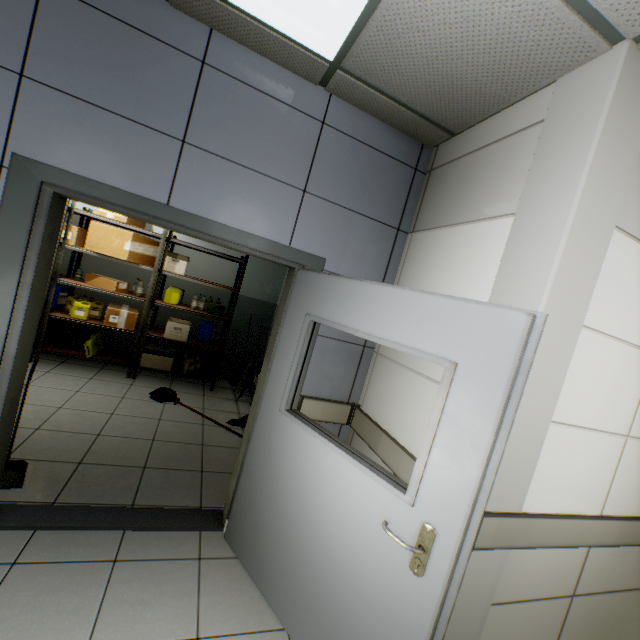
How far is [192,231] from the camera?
2.1m

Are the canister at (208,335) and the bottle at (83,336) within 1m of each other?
no

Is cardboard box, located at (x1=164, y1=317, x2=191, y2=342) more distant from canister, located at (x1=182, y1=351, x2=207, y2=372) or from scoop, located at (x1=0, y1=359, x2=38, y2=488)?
scoop, located at (x1=0, y1=359, x2=38, y2=488)

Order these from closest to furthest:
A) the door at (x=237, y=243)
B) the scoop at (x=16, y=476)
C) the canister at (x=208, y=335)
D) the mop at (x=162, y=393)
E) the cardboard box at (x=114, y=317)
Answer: the door at (x=237, y=243) → the scoop at (x=16, y=476) → the mop at (x=162, y=393) → the cardboard box at (x=114, y=317) → the canister at (x=208, y=335)

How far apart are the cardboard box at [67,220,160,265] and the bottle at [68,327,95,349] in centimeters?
123cm

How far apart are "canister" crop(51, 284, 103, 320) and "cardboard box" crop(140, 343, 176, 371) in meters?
0.8 m

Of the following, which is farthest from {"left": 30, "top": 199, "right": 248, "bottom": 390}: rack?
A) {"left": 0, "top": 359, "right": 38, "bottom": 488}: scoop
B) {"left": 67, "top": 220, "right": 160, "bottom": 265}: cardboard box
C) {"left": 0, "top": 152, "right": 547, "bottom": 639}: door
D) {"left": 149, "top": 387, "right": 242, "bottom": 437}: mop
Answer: {"left": 0, "top": 152, "right": 547, "bottom": 639}: door

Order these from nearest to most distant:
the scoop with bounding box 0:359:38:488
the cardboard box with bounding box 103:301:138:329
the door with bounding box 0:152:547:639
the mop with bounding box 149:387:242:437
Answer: the door with bounding box 0:152:547:639 < the scoop with bounding box 0:359:38:488 < the mop with bounding box 149:387:242:437 < the cardboard box with bounding box 103:301:138:329
